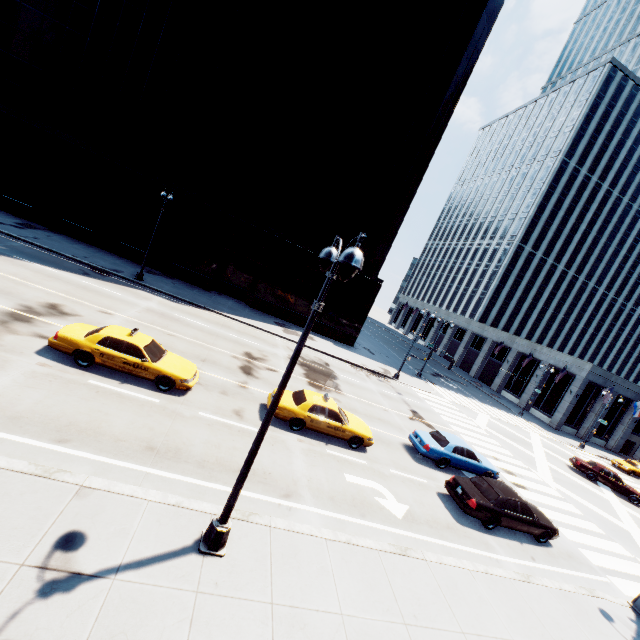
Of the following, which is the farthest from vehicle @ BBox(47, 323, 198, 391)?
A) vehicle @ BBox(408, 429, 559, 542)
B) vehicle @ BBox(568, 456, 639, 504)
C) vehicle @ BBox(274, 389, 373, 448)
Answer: vehicle @ BBox(568, 456, 639, 504)

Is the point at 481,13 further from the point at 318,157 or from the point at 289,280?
the point at 289,280

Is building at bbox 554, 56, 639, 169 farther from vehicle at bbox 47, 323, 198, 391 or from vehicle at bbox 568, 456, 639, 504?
vehicle at bbox 47, 323, 198, 391

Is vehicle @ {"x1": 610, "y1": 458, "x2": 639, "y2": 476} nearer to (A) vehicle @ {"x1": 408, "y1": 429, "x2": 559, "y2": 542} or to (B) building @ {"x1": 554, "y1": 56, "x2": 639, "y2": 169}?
(B) building @ {"x1": 554, "y1": 56, "x2": 639, "y2": 169}

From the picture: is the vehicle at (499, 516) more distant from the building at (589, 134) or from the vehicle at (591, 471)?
the building at (589, 134)

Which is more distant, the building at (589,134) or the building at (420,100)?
the building at (589,134)

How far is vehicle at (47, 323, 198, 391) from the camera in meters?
11.8 m

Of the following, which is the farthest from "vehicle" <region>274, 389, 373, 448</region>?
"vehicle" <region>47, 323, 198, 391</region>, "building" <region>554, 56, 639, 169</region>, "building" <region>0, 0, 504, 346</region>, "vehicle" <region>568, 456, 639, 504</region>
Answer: "building" <region>554, 56, 639, 169</region>
